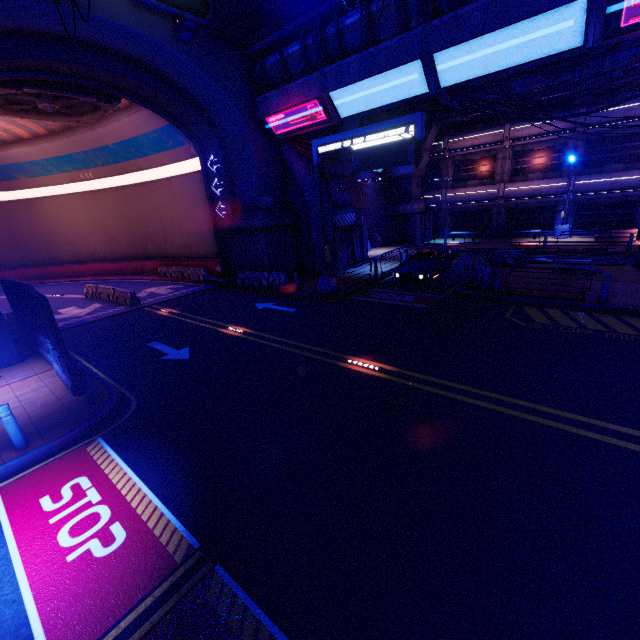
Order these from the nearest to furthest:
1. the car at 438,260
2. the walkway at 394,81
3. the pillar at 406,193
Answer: the walkway at 394,81
the car at 438,260
the pillar at 406,193

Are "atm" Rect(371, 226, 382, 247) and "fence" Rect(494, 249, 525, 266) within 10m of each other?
no

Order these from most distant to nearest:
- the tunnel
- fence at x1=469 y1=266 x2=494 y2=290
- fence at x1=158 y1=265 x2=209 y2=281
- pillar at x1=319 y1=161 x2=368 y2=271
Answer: fence at x1=158 y1=265 x2=209 y2=281, pillar at x1=319 y1=161 x2=368 y2=271, the tunnel, fence at x1=469 y1=266 x2=494 y2=290

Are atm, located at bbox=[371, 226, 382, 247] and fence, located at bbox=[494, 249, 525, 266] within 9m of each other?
no

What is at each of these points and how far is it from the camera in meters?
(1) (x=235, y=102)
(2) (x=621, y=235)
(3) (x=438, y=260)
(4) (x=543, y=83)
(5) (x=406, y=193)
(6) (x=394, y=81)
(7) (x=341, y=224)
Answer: (1) wall arch, 17.2
(2) plant holder, 22.6
(3) car, 17.5
(4) pipe, 19.5
(5) pillar, 30.9
(6) walkway, 13.6
(7) pillar, 22.4

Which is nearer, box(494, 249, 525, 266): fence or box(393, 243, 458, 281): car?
box(393, 243, 458, 281): car

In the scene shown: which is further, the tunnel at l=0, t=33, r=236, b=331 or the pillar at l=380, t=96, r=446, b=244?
the pillar at l=380, t=96, r=446, b=244

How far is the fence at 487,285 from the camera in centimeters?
1453cm
